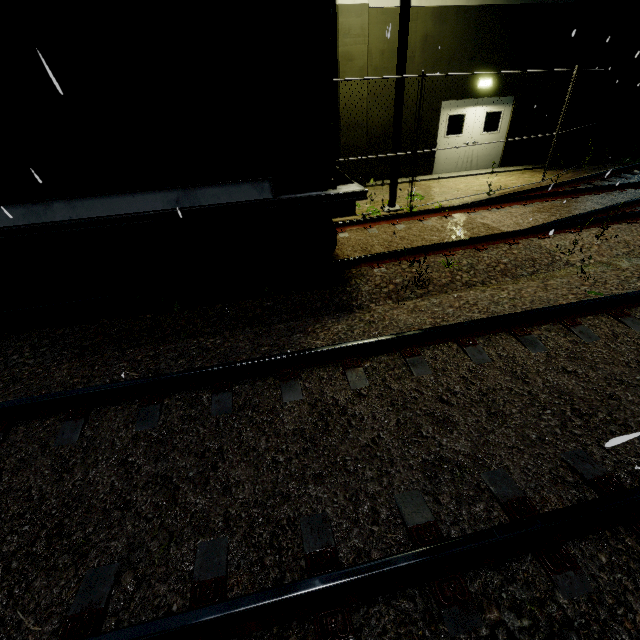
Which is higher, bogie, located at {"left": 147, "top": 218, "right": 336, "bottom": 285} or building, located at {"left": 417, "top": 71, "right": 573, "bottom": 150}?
building, located at {"left": 417, "top": 71, "right": 573, "bottom": 150}

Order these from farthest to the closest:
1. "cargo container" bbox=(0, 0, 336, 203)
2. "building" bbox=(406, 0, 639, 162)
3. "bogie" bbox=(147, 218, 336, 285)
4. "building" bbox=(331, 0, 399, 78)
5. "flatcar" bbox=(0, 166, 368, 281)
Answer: "building" bbox=(406, 0, 639, 162), "building" bbox=(331, 0, 399, 78), "bogie" bbox=(147, 218, 336, 285), "flatcar" bbox=(0, 166, 368, 281), "cargo container" bbox=(0, 0, 336, 203)

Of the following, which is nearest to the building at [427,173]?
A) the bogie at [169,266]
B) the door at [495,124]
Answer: the door at [495,124]

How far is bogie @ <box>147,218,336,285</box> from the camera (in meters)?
4.73

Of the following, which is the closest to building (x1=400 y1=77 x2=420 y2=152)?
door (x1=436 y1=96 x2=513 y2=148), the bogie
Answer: door (x1=436 y1=96 x2=513 y2=148)

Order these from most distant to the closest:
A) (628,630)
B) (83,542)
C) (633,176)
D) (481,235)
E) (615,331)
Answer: (633,176), (481,235), (615,331), (83,542), (628,630)

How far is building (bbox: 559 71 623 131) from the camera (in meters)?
11.95

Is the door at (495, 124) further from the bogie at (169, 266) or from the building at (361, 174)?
the bogie at (169, 266)
